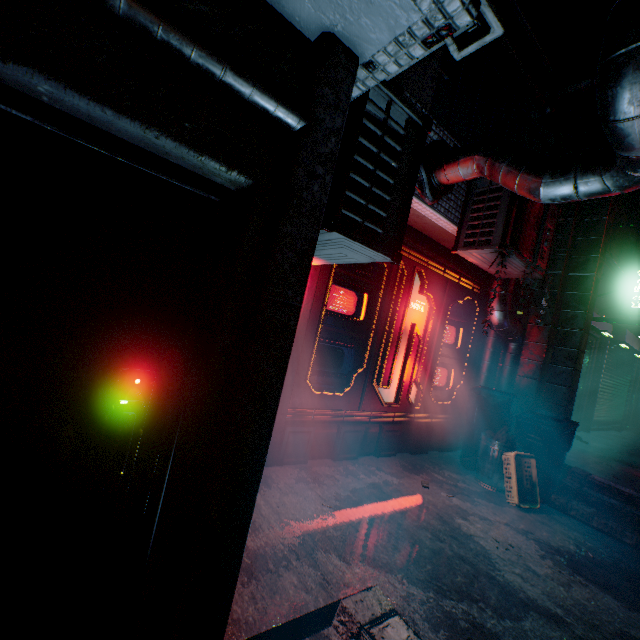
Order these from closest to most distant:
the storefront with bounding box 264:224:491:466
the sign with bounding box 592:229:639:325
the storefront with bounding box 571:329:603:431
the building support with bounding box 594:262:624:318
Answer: the storefront with bounding box 264:224:491:466, the sign with bounding box 592:229:639:325, the building support with bounding box 594:262:624:318, the storefront with bounding box 571:329:603:431

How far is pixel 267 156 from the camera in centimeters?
126cm

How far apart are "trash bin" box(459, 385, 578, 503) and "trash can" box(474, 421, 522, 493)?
0.0 meters

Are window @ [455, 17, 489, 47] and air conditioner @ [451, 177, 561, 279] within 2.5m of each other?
yes

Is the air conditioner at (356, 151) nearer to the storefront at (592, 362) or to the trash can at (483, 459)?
the trash can at (483, 459)

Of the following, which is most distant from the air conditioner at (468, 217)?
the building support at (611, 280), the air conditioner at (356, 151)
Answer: the building support at (611, 280)

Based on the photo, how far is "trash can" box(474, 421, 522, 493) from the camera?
3.9m

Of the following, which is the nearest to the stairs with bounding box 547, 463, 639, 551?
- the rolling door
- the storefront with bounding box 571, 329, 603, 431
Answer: the storefront with bounding box 571, 329, 603, 431
